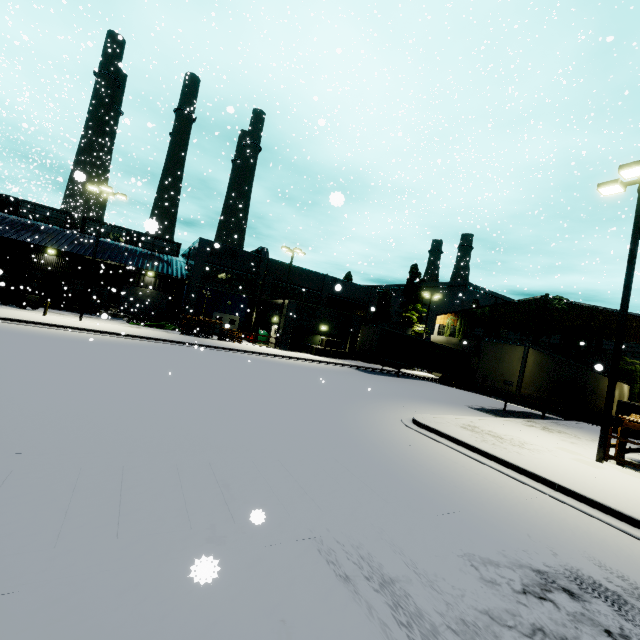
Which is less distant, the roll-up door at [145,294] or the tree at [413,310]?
the roll-up door at [145,294]

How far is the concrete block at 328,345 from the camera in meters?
32.1 m

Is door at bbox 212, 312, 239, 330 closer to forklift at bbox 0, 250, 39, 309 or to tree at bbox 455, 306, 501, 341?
forklift at bbox 0, 250, 39, 309

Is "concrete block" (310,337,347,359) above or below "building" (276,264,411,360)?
below

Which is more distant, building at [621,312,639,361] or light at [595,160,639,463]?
building at [621,312,639,361]

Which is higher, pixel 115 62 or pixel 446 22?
pixel 446 22

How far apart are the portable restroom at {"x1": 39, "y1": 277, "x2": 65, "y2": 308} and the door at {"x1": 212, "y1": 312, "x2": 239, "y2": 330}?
13.7 meters

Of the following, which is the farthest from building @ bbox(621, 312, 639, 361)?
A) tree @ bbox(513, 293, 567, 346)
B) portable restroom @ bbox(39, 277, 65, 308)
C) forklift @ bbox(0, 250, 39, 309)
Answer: forklift @ bbox(0, 250, 39, 309)
